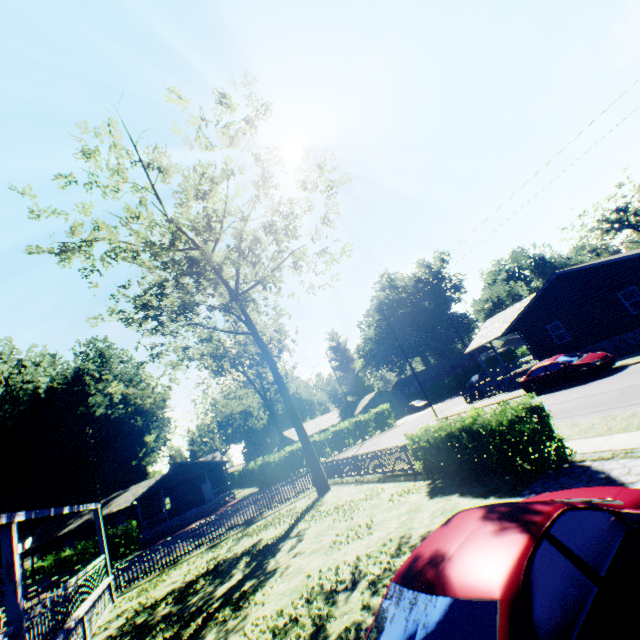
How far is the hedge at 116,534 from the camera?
28.6m

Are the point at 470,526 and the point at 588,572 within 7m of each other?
yes

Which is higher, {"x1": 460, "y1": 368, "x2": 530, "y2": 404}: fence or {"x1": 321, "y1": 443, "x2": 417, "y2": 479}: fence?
{"x1": 460, "y1": 368, "x2": 530, "y2": 404}: fence

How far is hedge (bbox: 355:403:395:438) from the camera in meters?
42.2 m

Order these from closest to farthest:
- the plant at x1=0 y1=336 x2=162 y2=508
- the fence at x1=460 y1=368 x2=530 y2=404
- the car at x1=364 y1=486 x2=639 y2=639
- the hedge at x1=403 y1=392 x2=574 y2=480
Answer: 1. the car at x1=364 y1=486 x2=639 y2=639
2. the hedge at x1=403 y1=392 x2=574 y2=480
3. the fence at x1=460 y1=368 x2=530 y2=404
4. the plant at x1=0 y1=336 x2=162 y2=508

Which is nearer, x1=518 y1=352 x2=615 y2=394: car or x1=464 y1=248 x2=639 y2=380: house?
x1=518 y1=352 x2=615 y2=394: car

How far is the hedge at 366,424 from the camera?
42.25m

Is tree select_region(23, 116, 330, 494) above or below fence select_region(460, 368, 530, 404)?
below
